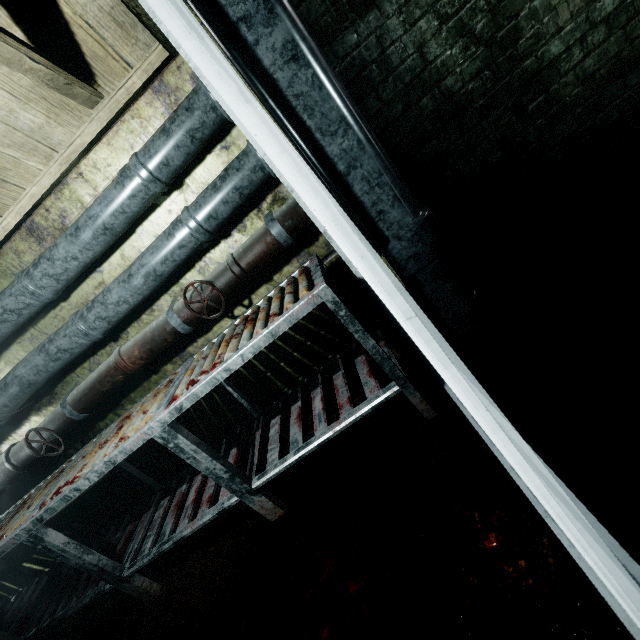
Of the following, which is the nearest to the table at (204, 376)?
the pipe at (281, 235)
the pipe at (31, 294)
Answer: Answer: the pipe at (281, 235)

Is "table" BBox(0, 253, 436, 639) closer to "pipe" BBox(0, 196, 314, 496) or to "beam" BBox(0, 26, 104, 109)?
"pipe" BBox(0, 196, 314, 496)

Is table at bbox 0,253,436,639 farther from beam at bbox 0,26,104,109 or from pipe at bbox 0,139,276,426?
beam at bbox 0,26,104,109

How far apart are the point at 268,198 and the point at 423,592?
1.9m

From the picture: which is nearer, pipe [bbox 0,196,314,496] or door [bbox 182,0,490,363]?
door [bbox 182,0,490,363]

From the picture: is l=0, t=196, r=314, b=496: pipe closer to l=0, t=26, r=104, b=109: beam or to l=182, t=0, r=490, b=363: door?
l=182, t=0, r=490, b=363: door

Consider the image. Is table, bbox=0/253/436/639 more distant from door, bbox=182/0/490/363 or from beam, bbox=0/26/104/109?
beam, bbox=0/26/104/109

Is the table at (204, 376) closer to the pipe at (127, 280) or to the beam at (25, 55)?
the pipe at (127, 280)
